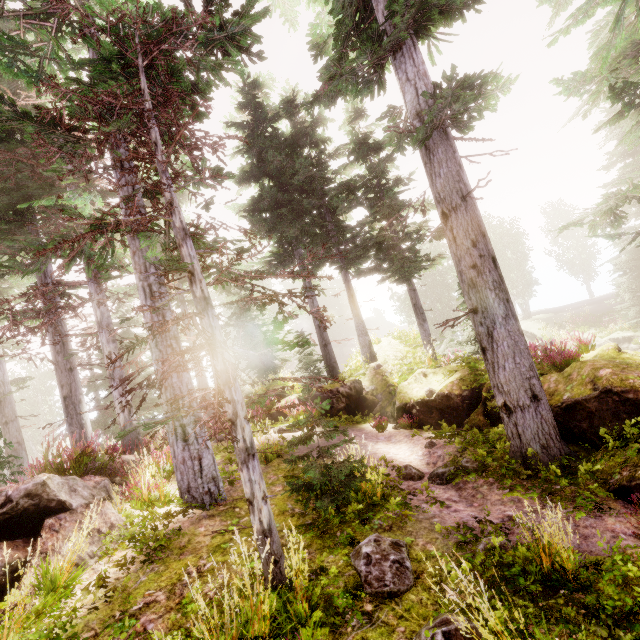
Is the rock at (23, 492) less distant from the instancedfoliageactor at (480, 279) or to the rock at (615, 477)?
the instancedfoliageactor at (480, 279)

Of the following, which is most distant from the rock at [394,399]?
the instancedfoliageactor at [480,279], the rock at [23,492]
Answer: the rock at [23,492]

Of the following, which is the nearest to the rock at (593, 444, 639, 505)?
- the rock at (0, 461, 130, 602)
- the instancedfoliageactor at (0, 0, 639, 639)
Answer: the instancedfoliageactor at (0, 0, 639, 639)

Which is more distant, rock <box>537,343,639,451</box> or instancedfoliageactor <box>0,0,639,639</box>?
rock <box>537,343,639,451</box>

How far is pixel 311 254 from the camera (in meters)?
4.34

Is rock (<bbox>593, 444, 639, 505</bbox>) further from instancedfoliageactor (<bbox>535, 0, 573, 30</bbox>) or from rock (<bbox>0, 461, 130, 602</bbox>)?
rock (<bbox>0, 461, 130, 602</bbox>)

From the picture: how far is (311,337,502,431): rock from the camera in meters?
9.5
